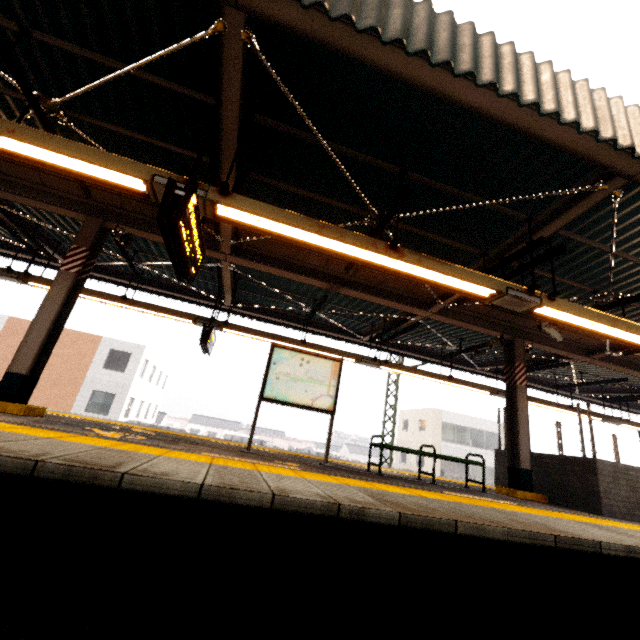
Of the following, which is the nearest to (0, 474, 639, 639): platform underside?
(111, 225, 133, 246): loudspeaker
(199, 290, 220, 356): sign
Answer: (111, 225, 133, 246): loudspeaker

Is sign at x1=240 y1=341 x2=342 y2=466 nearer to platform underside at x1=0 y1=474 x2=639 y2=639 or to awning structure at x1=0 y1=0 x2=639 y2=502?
awning structure at x1=0 y1=0 x2=639 y2=502

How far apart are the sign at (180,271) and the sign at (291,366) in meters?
2.2

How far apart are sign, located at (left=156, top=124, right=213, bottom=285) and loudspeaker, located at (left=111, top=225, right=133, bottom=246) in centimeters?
245cm

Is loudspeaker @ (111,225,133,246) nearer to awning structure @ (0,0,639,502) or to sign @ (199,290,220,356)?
awning structure @ (0,0,639,502)

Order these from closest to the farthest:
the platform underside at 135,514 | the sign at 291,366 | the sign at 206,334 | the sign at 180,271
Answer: the platform underside at 135,514
the sign at 180,271
the sign at 291,366
the sign at 206,334

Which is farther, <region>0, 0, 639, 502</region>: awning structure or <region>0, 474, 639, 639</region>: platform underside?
<region>0, 0, 639, 502</region>: awning structure

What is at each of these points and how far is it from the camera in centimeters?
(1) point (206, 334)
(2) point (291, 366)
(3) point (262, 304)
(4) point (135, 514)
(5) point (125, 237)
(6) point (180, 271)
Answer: (1) sign, 805cm
(2) sign, 636cm
(3) awning structure, 1118cm
(4) platform underside, 219cm
(5) loudspeaker, 621cm
(6) sign, 428cm
